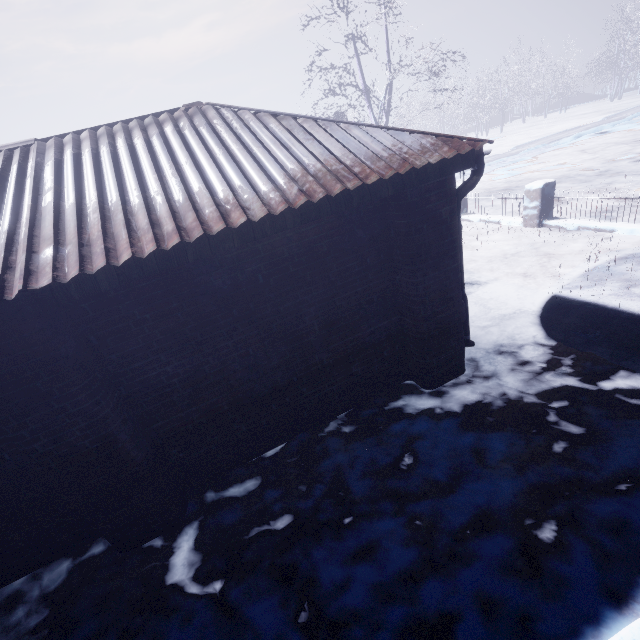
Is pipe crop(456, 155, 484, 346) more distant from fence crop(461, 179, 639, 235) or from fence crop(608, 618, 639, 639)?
fence crop(461, 179, 639, 235)

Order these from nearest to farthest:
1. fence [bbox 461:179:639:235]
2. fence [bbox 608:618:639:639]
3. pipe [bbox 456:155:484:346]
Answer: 1. fence [bbox 608:618:639:639]
2. pipe [bbox 456:155:484:346]
3. fence [bbox 461:179:639:235]

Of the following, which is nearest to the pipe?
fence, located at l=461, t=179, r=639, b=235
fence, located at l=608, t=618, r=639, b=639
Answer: fence, located at l=608, t=618, r=639, b=639

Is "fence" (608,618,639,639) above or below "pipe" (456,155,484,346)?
below

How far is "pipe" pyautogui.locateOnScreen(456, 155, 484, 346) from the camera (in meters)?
2.95

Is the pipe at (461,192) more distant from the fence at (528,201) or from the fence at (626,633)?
the fence at (528,201)

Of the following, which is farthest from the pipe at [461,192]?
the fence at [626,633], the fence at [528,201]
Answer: the fence at [528,201]

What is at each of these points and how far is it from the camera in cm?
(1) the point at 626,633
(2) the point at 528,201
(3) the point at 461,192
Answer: (1) fence, 163
(2) fence, 713
(3) pipe, 297
